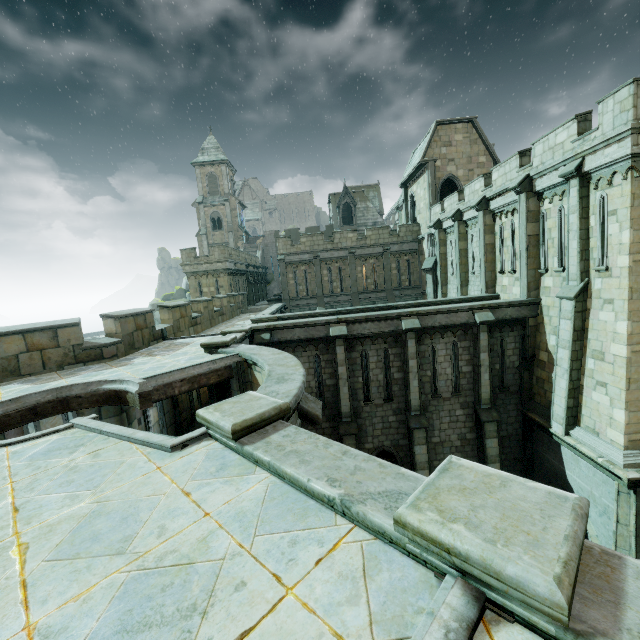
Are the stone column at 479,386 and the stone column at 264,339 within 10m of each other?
yes

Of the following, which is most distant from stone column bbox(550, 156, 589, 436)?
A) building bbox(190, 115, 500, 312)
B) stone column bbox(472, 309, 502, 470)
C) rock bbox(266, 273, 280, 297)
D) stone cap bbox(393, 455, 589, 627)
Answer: rock bbox(266, 273, 280, 297)

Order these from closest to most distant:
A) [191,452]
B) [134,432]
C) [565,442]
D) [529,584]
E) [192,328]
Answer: [529,584] → [191,452] → [134,432] → [565,442] → [192,328]

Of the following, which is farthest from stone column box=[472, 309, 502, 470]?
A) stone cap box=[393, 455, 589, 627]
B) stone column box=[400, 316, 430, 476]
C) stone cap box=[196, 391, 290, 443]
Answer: stone cap box=[393, 455, 589, 627]

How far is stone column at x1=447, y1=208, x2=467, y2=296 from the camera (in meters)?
20.59

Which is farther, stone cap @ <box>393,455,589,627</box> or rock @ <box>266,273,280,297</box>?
rock @ <box>266,273,280,297</box>

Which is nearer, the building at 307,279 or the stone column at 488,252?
the stone column at 488,252

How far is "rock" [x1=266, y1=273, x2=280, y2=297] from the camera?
48.2m
